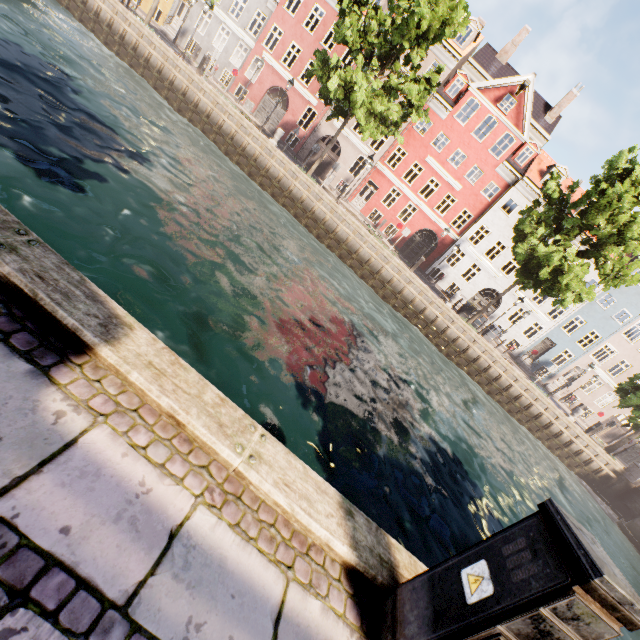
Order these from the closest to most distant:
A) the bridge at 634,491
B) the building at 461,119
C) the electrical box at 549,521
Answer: the electrical box at 549,521 → the bridge at 634,491 → the building at 461,119

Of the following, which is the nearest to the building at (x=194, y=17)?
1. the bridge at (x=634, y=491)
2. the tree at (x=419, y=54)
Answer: the tree at (x=419, y=54)

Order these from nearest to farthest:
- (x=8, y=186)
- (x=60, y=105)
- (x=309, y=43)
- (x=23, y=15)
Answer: (x=8, y=186)
(x=60, y=105)
(x=23, y=15)
(x=309, y=43)

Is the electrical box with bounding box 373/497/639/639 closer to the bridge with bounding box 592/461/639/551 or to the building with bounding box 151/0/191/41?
the bridge with bounding box 592/461/639/551

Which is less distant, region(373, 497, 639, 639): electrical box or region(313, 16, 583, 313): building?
region(373, 497, 639, 639): electrical box

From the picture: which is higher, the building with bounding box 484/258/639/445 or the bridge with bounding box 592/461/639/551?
the building with bounding box 484/258/639/445

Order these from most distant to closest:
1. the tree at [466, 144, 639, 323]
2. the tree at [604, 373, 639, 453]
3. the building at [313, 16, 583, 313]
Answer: the building at [313, 16, 583, 313], the tree at [604, 373, 639, 453], the tree at [466, 144, 639, 323]

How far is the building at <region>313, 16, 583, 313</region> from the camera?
25.8 meters
